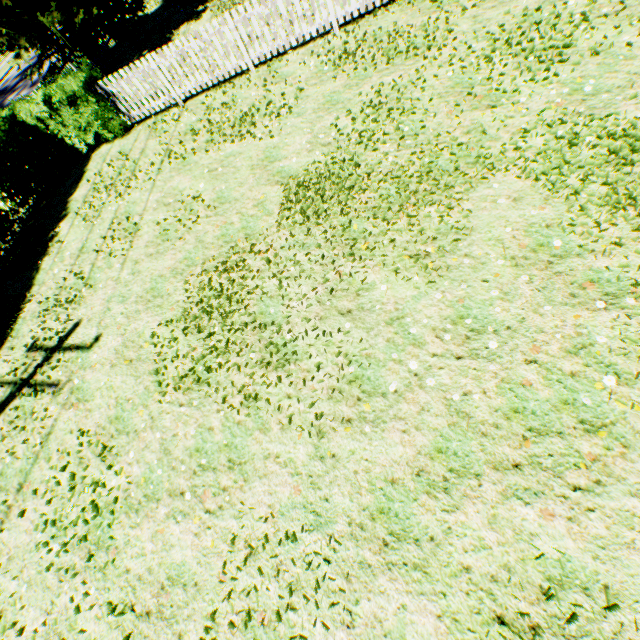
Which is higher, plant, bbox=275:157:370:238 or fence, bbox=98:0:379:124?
fence, bbox=98:0:379:124

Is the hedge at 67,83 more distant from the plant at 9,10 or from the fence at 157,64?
the plant at 9,10

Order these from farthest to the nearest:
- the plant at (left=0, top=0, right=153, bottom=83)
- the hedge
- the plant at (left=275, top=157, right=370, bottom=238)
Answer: the plant at (left=0, top=0, right=153, bottom=83), the hedge, the plant at (left=275, top=157, right=370, bottom=238)

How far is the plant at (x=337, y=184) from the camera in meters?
5.5

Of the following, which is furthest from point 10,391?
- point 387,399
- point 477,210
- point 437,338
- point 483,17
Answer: point 483,17

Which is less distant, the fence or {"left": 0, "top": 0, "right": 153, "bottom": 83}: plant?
the fence

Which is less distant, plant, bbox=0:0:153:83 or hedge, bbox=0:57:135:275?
hedge, bbox=0:57:135:275

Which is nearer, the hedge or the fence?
the fence
